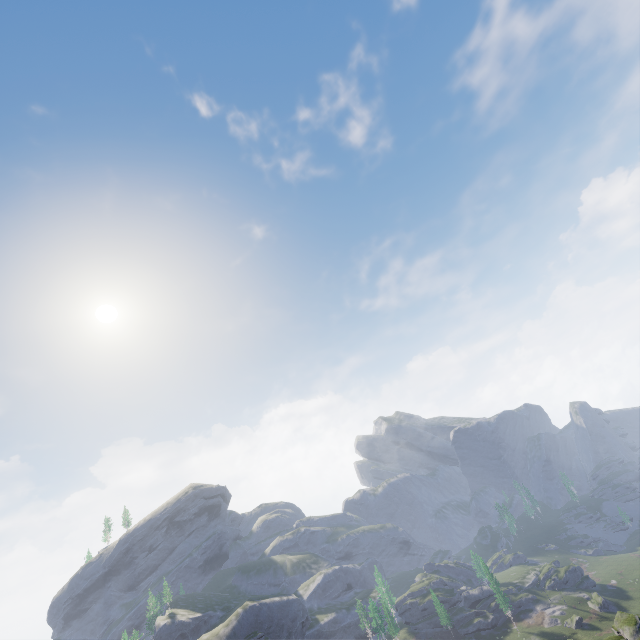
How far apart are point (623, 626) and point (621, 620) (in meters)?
0.91
